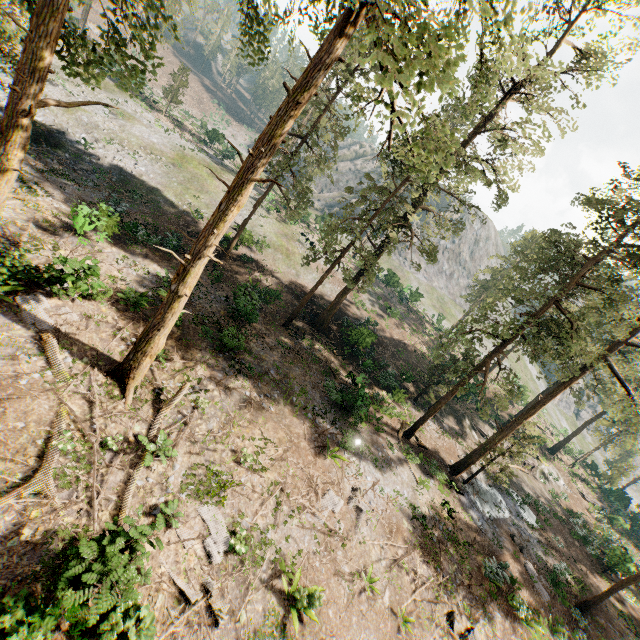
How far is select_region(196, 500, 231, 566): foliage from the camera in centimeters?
1120cm

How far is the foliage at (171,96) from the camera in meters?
44.3 m

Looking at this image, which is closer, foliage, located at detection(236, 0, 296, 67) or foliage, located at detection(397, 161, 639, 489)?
foliage, located at detection(236, 0, 296, 67)

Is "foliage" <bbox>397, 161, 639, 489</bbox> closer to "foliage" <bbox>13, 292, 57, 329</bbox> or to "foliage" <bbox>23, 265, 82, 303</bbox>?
"foliage" <bbox>23, 265, 82, 303</bbox>

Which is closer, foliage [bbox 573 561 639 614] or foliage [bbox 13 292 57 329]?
Result: foliage [bbox 13 292 57 329]

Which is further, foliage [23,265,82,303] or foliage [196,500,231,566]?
foliage [23,265,82,303]

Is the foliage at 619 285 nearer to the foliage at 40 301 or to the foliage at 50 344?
the foliage at 50 344

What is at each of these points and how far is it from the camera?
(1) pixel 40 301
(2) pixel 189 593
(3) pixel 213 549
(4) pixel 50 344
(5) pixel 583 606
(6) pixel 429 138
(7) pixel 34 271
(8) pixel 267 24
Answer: (1) foliage, 13.80m
(2) foliage, 10.02m
(3) foliage, 11.27m
(4) foliage, 12.73m
(5) foliage, 21.05m
(6) foliage, 45.81m
(7) foliage, 13.88m
(8) foliage, 13.12m
